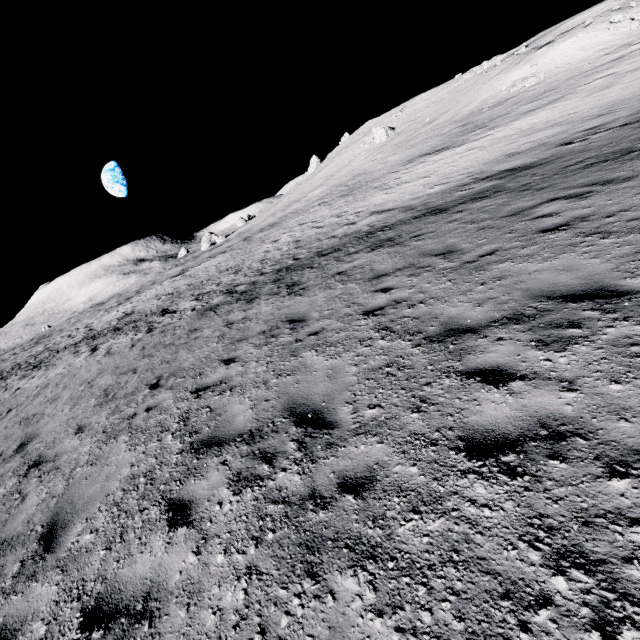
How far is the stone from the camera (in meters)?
48.70

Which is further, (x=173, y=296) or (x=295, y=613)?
(x=173, y=296)

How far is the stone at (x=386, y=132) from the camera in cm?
4870
